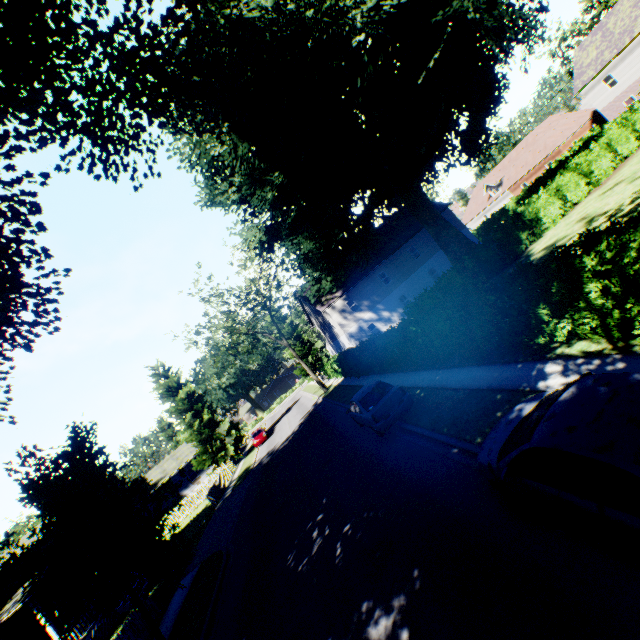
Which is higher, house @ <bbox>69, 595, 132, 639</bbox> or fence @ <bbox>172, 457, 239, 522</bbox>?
house @ <bbox>69, 595, 132, 639</bbox>

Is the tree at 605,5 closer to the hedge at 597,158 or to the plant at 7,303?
the hedge at 597,158

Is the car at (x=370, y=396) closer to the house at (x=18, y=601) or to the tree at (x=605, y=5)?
the house at (x=18, y=601)

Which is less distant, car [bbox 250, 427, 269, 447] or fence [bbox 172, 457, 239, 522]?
fence [bbox 172, 457, 239, 522]

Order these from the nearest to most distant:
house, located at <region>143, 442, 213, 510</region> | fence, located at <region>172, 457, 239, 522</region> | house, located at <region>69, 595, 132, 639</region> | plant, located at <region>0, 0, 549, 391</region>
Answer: plant, located at <region>0, 0, 549, 391</region>
house, located at <region>69, 595, 132, 639</region>
fence, located at <region>172, 457, 239, 522</region>
house, located at <region>143, 442, 213, 510</region>

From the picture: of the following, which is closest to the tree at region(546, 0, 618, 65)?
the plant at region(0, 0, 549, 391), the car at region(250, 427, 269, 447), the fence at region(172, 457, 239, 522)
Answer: the plant at region(0, 0, 549, 391)

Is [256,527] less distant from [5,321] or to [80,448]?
[80,448]

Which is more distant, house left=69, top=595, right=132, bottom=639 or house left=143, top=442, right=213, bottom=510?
house left=143, top=442, right=213, bottom=510
